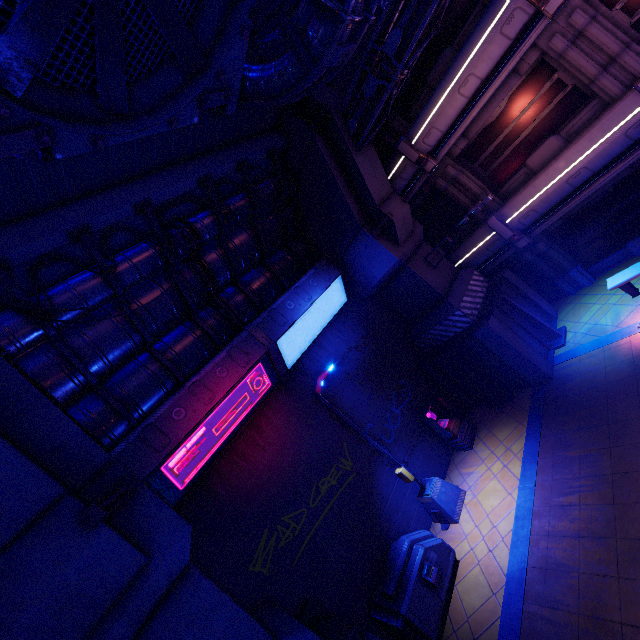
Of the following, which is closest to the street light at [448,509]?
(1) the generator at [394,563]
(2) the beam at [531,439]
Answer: (1) the generator at [394,563]

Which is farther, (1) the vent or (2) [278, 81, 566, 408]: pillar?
(2) [278, 81, 566, 408]: pillar

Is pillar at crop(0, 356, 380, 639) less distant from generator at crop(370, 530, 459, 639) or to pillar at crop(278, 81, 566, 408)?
generator at crop(370, 530, 459, 639)

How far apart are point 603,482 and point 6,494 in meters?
10.9

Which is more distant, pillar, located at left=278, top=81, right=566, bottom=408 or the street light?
pillar, located at left=278, top=81, right=566, bottom=408

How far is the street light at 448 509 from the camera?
9.8 meters

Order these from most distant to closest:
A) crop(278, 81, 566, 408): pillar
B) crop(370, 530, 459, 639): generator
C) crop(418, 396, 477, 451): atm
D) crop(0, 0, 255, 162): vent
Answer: crop(418, 396, 477, 451): atm → crop(278, 81, 566, 408): pillar → crop(370, 530, 459, 639): generator → crop(0, 0, 255, 162): vent

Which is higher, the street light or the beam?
the street light
